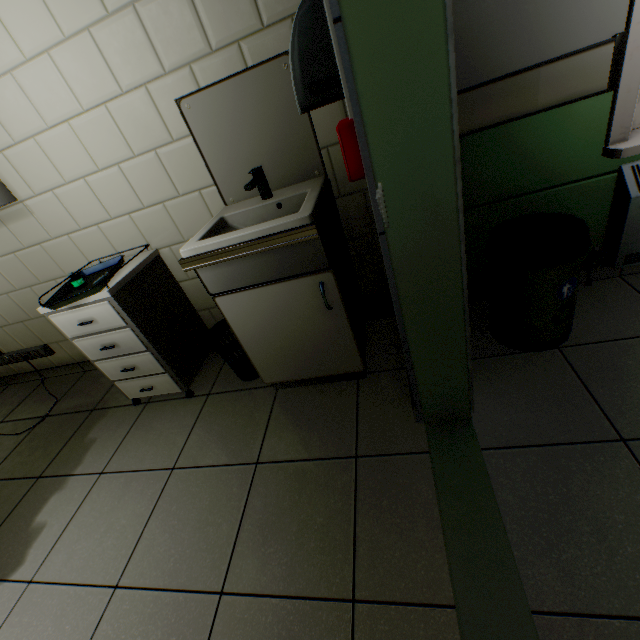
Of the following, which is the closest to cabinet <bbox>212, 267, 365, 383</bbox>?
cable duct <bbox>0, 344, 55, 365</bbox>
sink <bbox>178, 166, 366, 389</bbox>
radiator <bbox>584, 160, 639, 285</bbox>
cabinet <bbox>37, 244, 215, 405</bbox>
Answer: sink <bbox>178, 166, 366, 389</bbox>

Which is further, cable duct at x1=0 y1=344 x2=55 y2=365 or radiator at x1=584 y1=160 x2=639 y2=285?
cable duct at x1=0 y1=344 x2=55 y2=365

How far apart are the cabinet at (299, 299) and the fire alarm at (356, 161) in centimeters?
49cm

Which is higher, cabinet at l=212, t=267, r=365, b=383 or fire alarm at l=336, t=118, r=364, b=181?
fire alarm at l=336, t=118, r=364, b=181

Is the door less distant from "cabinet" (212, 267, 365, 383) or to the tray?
"cabinet" (212, 267, 365, 383)

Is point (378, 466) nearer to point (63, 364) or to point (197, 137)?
point (197, 137)

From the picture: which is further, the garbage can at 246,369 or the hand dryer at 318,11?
the garbage can at 246,369

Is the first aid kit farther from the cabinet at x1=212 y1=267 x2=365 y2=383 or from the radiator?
the radiator
